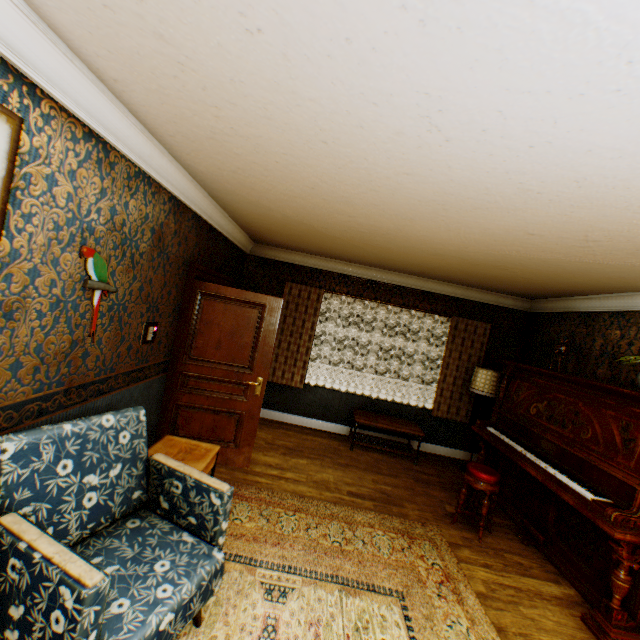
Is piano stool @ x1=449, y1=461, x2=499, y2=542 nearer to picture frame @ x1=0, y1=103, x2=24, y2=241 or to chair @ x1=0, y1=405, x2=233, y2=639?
chair @ x1=0, y1=405, x2=233, y2=639

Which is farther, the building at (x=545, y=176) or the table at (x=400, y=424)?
the table at (x=400, y=424)

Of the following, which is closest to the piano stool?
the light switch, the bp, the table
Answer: the table

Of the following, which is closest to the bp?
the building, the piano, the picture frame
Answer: the building

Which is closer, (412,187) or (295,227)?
(412,187)

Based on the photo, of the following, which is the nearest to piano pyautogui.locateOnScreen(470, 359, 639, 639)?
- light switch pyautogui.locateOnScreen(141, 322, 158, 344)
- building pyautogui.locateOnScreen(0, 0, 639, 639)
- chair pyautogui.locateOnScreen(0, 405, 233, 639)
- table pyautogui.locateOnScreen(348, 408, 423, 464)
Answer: building pyautogui.locateOnScreen(0, 0, 639, 639)

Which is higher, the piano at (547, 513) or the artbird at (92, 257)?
the artbird at (92, 257)

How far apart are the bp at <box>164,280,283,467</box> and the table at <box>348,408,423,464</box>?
1.9 meters
